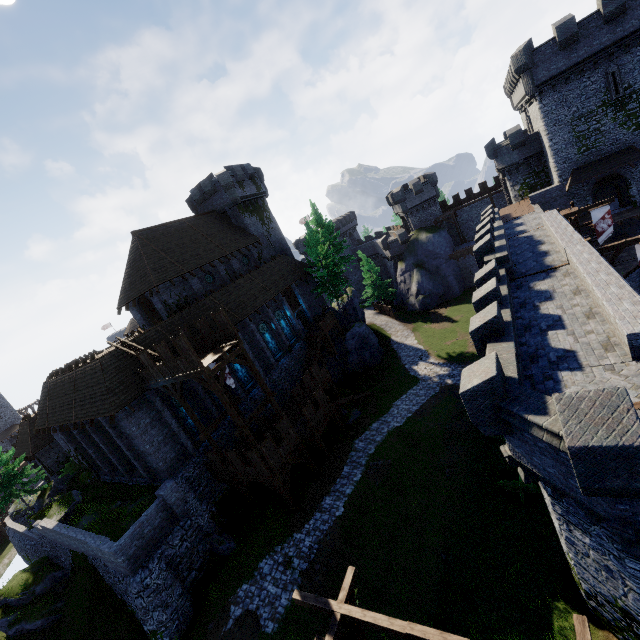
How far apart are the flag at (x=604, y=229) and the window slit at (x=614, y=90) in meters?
11.9

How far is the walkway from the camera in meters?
17.9 m

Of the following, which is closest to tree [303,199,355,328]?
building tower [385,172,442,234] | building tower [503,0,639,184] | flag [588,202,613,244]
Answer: building tower [385,172,442,234]

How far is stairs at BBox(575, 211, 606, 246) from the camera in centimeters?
2681cm

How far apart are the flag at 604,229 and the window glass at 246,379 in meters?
30.0 m

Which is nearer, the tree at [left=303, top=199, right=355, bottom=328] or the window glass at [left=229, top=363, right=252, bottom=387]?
the window glass at [left=229, top=363, right=252, bottom=387]

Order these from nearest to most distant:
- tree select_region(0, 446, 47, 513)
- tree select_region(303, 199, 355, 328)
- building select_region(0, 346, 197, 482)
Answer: building select_region(0, 346, 197, 482)
tree select_region(0, 446, 47, 513)
tree select_region(303, 199, 355, 328)

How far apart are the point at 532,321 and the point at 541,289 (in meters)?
3.45
